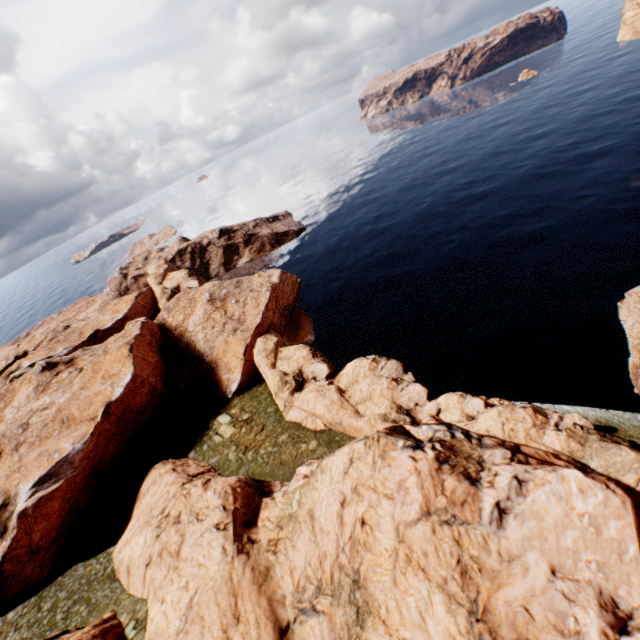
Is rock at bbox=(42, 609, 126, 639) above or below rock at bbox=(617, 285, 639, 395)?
above

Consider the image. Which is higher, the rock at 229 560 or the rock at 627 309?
the rock at 229 560

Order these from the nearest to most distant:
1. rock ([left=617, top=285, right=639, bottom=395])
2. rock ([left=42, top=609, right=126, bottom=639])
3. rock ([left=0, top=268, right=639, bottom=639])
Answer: rock ([left=0, top=268, right=639, bottom=639]) → rock ([left=42, top=609, right=126, bottom=639]) → rock ([left=617, top=285, right=639, bottom=395])

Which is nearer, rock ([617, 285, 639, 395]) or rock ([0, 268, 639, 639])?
rock ([0, 268, 639, 639])

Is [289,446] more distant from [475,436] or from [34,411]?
[34,411]
